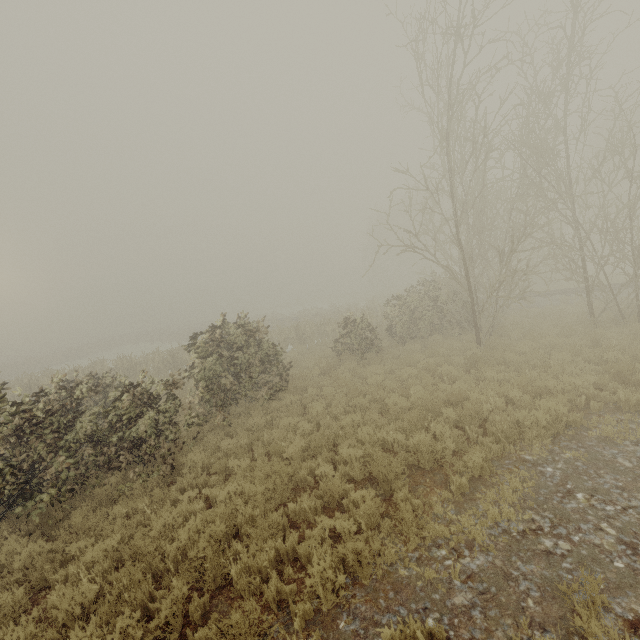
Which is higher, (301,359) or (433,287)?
(433,287)
